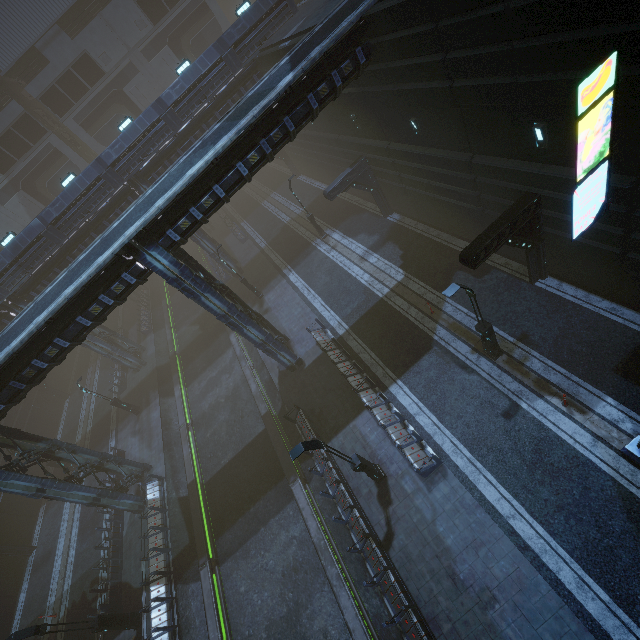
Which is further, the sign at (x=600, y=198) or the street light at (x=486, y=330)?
the street light at (x=486, y=330)

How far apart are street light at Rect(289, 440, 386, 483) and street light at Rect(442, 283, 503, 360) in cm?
667

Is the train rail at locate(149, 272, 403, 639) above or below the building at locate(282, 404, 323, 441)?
below

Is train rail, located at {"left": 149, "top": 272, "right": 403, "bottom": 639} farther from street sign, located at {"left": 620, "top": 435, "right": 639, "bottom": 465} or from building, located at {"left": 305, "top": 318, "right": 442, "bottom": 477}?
street sign, located at {"left": 620, "top": 435, "right": 639, "bottom": 465}

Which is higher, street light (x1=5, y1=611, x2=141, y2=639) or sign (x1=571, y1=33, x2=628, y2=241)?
sign (x1=571, y1=33, x2=628, y2=241)

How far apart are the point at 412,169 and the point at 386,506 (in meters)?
16.93

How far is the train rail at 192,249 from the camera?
39.4 meters
